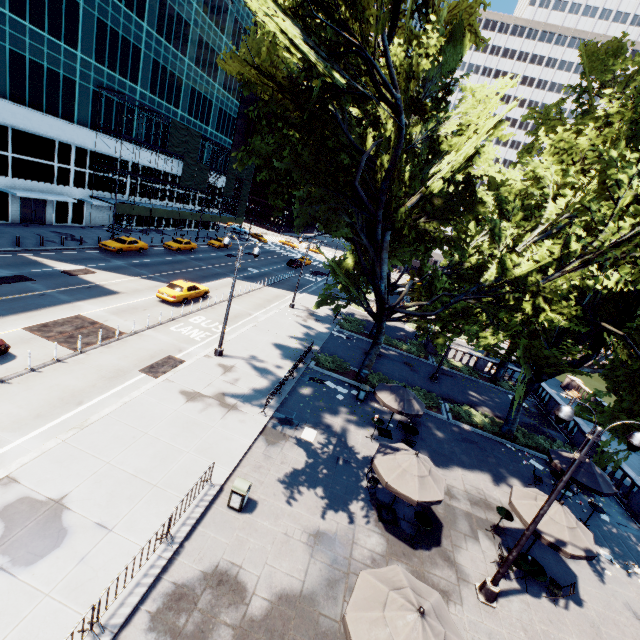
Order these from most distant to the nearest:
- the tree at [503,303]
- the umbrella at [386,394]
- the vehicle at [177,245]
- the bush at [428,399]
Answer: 1. the vehicle at [177,245]
2. the bush at [428,399]
3. the umbrella at [386,394]
4. the tree at [503,303]

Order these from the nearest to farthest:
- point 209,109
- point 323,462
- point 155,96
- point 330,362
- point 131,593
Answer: point 131,593
point 323,462
point 330,362
point 155,96
point 209,109

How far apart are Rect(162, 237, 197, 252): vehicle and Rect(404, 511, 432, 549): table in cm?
4013

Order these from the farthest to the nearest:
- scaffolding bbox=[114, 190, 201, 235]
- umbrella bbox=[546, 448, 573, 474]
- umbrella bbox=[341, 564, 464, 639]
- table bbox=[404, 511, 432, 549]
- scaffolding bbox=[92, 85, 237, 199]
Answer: scaffolding bbox=[114, 190, 201, 235] → scaffolding bbox=[92, 85, 237, 199] → umbrella bbox=[546, 448, 573, 474] → table bbox=[404, 511, 432, 549] → umbrella bbox=[341, 564, 464, 639]

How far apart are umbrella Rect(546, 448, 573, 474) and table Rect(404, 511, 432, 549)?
8.2m

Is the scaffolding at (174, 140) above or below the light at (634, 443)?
above

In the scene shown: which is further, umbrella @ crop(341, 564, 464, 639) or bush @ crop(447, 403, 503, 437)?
bush @ crop(447, 403, 503, 437)

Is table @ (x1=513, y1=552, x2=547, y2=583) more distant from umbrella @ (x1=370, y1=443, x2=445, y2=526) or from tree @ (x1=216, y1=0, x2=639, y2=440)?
tree @ (x1=216, y1=0, x2=639, y2=440)
